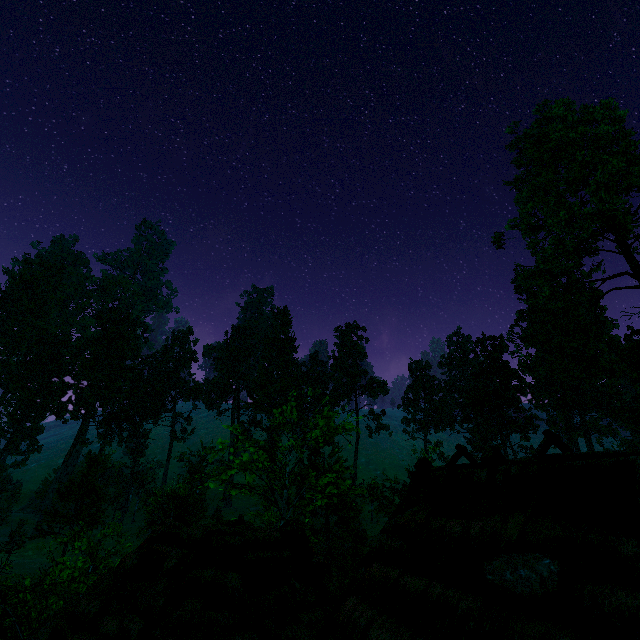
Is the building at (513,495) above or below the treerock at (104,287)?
below

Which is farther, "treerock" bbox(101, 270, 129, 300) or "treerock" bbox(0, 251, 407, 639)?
"treerock" bbox(101, 270, 129, 300)

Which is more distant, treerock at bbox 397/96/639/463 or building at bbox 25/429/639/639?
treerock at bbox 397/96/639/463

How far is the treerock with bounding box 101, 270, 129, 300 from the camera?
57.78m

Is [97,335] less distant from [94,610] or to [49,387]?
[49,387]

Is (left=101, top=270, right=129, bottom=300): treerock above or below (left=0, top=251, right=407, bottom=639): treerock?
above

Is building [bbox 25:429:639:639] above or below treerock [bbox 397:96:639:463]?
below

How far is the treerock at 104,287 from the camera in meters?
57.8 m
